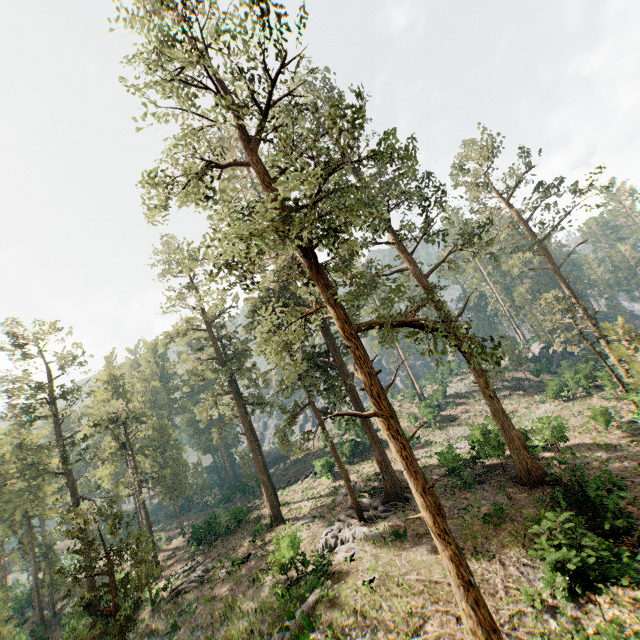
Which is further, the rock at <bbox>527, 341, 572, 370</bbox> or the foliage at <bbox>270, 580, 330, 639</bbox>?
the rock at <bbox>527, 341, 572, 370</bbox>

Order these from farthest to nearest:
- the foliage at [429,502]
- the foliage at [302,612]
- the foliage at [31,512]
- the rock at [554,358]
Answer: the rock at [554,358] < the foliage at [31,512] < the foliage at [302,612] < the foliage at [429,502]

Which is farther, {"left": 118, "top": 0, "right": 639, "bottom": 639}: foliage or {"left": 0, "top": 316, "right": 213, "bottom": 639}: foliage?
{"left": 0, "top": 316, "right": 213, "bottom": 639}: foliage

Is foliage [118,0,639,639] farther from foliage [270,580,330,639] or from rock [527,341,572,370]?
rock [527,341,572,370]

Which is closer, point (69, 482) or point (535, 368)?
point (69, 482)

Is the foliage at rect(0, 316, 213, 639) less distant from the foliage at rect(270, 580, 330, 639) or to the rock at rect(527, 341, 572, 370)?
the foliage at rect(270, 580, 330, 639)

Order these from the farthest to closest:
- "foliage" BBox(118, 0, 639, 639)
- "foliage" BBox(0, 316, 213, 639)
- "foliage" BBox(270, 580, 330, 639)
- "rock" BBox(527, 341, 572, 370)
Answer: "rock" BBox(527, 341, 572, 370) → "foliage" BBox(0, 316, 213, 639) → "foliage" BBox(270, 580, 330, 639) → "foliage" BBox(118, 0, 639, 639)

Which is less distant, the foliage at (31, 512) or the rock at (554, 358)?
the foliage at (31, 512)
